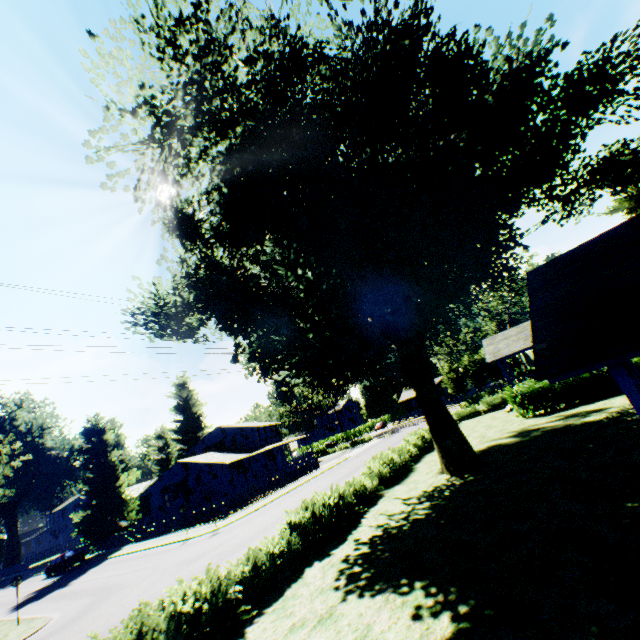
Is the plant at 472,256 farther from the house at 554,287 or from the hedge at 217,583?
the house at 554,287

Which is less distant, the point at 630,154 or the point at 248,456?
the point at 630,154

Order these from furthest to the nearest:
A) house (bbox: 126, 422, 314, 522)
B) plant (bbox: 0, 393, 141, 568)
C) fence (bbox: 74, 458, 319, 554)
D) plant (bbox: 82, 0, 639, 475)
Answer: house (bbox: 126, 422, 314, 522)
plant (bbox: 0, 393, 141, 568)
fence (bbox: 74, 458, 319, 554)
plant (bbox: 82, 0, 639, 475)

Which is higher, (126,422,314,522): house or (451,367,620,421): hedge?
(126,422,314,522): house

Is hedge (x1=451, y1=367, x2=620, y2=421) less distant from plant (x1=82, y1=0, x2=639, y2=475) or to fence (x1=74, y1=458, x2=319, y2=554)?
plant (x1=82, y1=0, x2=639, y2=475)

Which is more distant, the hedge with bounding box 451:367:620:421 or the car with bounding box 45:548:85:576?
the car with bounding box 45:548:85:576

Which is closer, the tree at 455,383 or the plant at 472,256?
the plant at 472,256

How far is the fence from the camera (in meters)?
28.62
